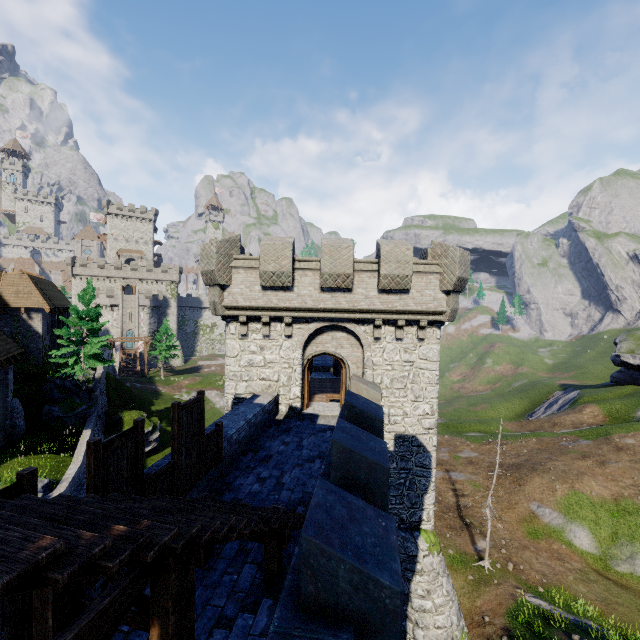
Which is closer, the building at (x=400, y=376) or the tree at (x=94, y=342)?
the building at (x=400, y=376)

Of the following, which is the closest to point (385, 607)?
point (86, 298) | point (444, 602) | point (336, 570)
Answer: point (336, 570)

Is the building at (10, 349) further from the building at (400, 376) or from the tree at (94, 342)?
the building at (400, 376)

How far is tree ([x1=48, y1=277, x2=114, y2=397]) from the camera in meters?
26.7

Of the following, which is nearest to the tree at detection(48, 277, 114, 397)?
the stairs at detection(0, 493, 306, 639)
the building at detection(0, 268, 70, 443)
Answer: the building at detection(0, 268, 70, 443)

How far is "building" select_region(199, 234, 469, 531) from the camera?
13.5 meters

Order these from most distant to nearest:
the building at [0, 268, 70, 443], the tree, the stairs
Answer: the tree → the building at [0, 268, 70, 443] → the stairs

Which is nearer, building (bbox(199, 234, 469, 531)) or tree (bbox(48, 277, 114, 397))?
building (bbox(199, 234, 469, 531))
